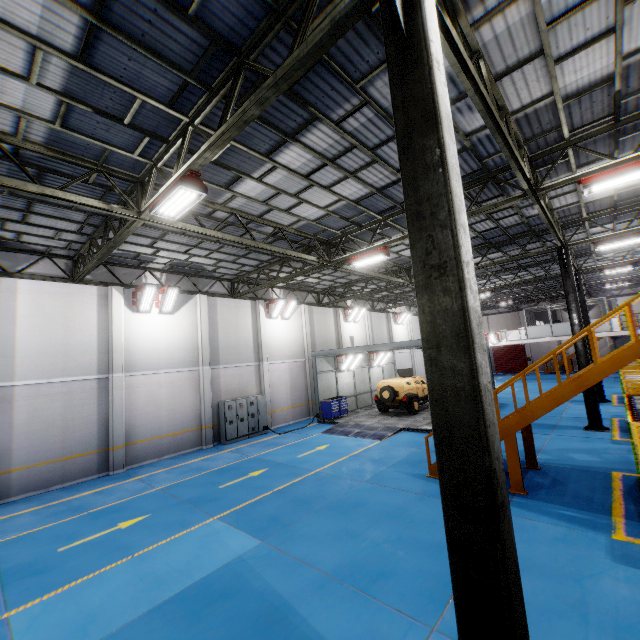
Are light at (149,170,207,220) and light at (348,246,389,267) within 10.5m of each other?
yes

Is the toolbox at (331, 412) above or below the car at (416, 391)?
below

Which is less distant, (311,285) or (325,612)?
(325,612)

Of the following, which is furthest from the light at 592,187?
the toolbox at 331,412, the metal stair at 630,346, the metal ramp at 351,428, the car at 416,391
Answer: the toolbox at 331,412

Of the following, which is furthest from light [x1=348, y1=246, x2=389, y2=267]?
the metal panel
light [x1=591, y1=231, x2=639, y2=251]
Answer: light [x1=591, y1=231, x2=639, y2=251]

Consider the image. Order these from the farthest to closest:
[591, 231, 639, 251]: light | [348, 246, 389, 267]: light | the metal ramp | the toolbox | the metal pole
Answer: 1. the toolbox
2. the metal ramp
3. [591, 231, 639, 251]: light
4. [348, 246, 389, 267]: light
5. the metal pole

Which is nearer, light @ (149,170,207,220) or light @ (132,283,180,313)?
light @ (149,170,207,220)

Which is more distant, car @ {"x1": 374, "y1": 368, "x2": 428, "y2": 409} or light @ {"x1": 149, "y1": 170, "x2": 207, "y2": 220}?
car @ {"x1": 374, "y1": 368, "x2": 428, "y2": 409}
